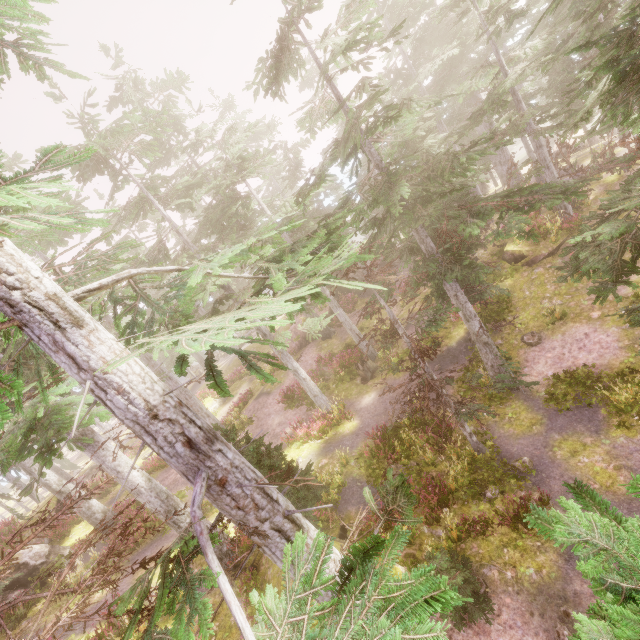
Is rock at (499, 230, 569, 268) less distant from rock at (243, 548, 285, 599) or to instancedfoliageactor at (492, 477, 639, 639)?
instancedfoliageactor at (492, 477, 639, 639)

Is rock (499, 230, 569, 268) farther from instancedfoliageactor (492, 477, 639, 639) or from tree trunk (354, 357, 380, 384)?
tree trunk (354, 357, 380, 384)

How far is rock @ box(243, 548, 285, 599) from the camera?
9.78m

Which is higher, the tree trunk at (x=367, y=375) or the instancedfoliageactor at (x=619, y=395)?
the tree trunk at (x=367, y=375)

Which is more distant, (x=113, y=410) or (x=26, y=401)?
(x=26, y=401)

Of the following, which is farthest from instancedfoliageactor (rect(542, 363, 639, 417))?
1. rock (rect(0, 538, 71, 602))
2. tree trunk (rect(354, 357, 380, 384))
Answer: tree trunk (rect(354, 357, 380, 384))

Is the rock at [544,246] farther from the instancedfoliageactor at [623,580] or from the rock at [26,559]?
the rock at [26,559]
